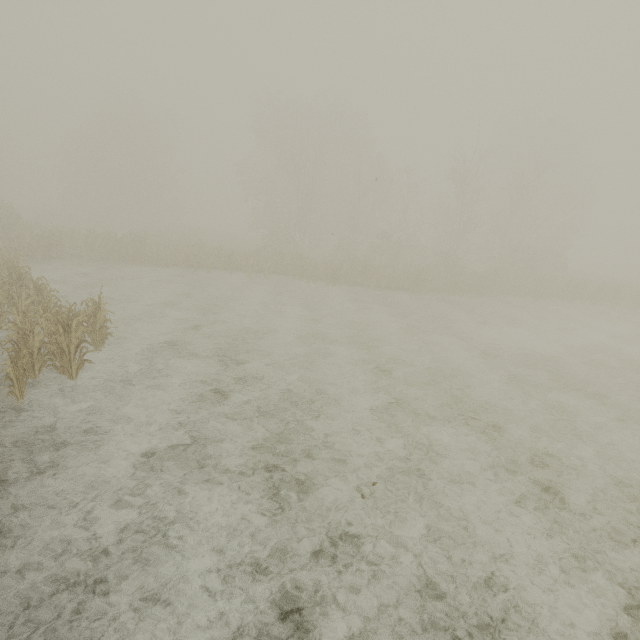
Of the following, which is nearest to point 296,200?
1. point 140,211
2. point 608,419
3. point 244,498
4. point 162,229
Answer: point 162,229
